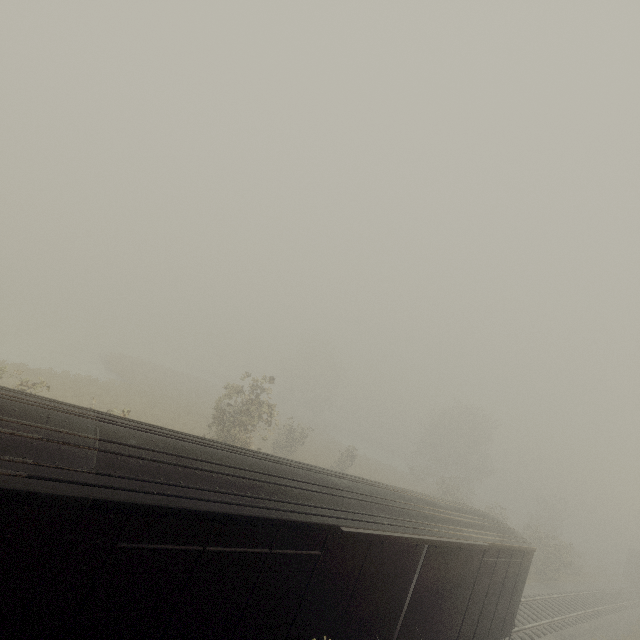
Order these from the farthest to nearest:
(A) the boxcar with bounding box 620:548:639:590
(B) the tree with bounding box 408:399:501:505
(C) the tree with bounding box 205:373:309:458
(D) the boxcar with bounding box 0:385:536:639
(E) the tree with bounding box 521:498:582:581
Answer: (B) the tree with bounding box 408:399:501:505
(A) the boxcar with bounding box 620:548:639:590
(E) the tree with bounding box 521:498:582:581
(C) the tree with bounding box 205:373:309:458
(D) the boxcar with bounding box 0:385:536:639

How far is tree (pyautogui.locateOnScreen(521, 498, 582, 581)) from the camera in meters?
28.3 m

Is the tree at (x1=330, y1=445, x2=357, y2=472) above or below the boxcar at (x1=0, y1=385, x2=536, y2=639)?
below

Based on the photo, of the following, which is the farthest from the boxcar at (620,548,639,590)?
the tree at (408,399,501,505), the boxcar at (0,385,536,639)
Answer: the boxcar at (0,385,536,639)

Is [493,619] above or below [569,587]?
above

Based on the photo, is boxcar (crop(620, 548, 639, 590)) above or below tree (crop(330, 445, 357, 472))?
above

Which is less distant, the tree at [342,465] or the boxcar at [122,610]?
the boxcar at [122,610]

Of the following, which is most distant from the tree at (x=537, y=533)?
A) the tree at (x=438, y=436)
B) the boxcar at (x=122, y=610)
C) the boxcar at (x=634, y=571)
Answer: the boxcar at (x=634, y=571)
